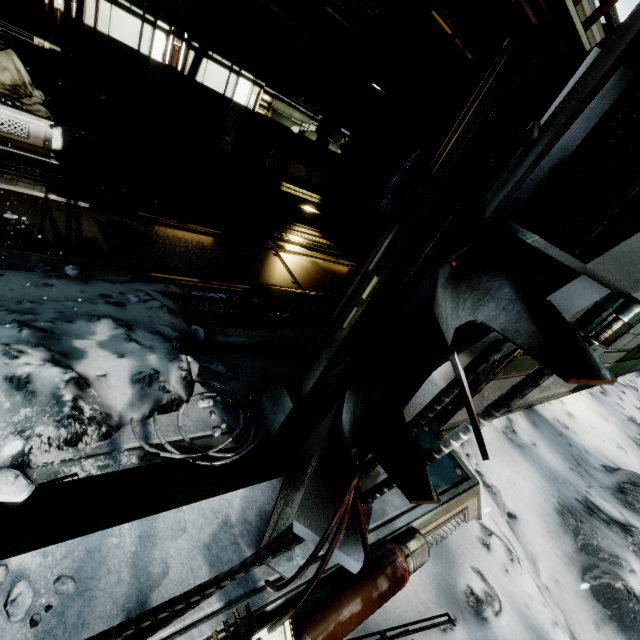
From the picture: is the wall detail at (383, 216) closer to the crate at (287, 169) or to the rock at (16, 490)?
the crate at (287, 169)

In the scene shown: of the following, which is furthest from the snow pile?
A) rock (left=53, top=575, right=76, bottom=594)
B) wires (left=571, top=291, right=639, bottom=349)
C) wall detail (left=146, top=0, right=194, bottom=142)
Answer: wall detail (left=146, top=0, right=194, bottom=142)

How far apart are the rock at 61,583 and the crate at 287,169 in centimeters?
871cm

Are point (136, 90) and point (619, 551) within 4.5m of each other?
no

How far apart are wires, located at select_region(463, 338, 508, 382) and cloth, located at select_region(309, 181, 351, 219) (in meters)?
8.52

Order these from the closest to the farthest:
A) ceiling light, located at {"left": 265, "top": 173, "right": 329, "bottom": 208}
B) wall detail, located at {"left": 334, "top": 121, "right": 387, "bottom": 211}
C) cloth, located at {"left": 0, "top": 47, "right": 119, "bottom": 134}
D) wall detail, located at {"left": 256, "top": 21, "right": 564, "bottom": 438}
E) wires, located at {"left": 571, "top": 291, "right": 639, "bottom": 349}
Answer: wires, located at {"left": 571, "top": 291, "right": 639, "bottom": 349}, wall detail, located at {"left": 256, "top": 21, "right": 564, "bottom": 438}, cloth, located at {"left": 0, "top": 47, "right": 119, "bottom": 134}, ceiling light, located at {"left": 265, "top": 173, "right": 329, "bottom": 208}, wall detail, located at {"left": 334, "top": 121, "right": 387, "bottom": 211}

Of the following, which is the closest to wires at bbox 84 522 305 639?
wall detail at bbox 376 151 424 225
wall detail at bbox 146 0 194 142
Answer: wall detail at bbox 146 0 194 142

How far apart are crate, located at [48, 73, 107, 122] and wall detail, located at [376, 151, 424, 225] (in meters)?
13.88
